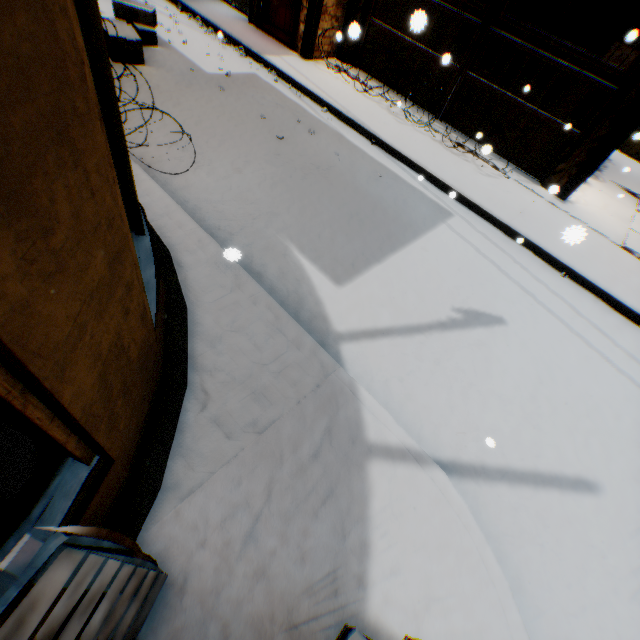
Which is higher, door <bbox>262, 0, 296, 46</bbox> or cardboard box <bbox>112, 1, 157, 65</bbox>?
door <bbox>262, 0, 296, 46</bbox>

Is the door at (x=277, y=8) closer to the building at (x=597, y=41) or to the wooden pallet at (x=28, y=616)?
the building at (x=597, y=41)

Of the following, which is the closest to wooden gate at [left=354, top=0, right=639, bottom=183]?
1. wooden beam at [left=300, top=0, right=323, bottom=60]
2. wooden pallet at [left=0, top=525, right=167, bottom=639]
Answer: wooden beam at [left=300, top=0, right=323, bottom=60]

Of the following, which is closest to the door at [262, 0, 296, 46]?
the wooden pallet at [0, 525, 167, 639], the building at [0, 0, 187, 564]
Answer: the building at [0, 0, 187, 564]

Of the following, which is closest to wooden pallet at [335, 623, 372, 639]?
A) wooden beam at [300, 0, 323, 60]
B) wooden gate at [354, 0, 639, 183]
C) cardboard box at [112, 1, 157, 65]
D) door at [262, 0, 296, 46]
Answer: cardboard box at [112, 1, 157, 65]

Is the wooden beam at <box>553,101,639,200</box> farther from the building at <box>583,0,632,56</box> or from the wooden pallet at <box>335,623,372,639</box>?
the wooden pallet at <box>335,623,372,639</box>

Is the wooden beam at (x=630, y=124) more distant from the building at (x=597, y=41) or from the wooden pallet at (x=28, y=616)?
the wooden pallet at (x=28, y=616)

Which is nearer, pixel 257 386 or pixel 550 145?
pixel 257 386
